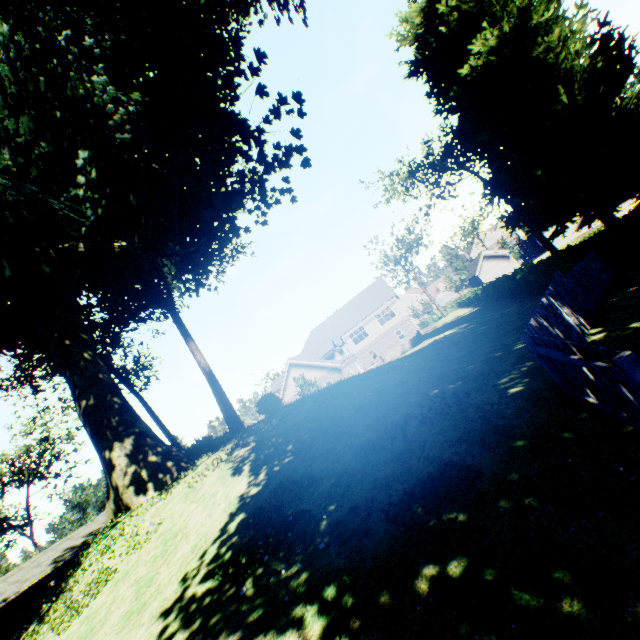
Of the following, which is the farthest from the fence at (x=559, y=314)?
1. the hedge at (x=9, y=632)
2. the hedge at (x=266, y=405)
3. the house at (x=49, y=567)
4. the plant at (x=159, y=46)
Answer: the house at (x=49, y=567)

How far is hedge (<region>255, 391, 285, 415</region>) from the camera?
17.7 meters

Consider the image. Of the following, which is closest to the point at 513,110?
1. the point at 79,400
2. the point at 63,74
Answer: the point at 63,74

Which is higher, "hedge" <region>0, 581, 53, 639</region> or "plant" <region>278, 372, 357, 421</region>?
"plant" <region>278, 372, 357, 421</region>

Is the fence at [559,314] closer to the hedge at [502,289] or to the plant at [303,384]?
the plant at [303,384]

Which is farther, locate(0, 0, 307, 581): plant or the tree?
the tree

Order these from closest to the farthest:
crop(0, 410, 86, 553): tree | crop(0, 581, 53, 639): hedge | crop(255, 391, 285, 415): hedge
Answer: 1. crop(255, 391, 285, 415): hedge
2. crop(0, 581, 53, 639): hedge
3. crop(0, 410, 86, 553): tree

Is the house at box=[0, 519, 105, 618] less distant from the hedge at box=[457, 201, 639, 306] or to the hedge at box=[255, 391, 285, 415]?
the hedge at box=[255, 391, 285, 415]
